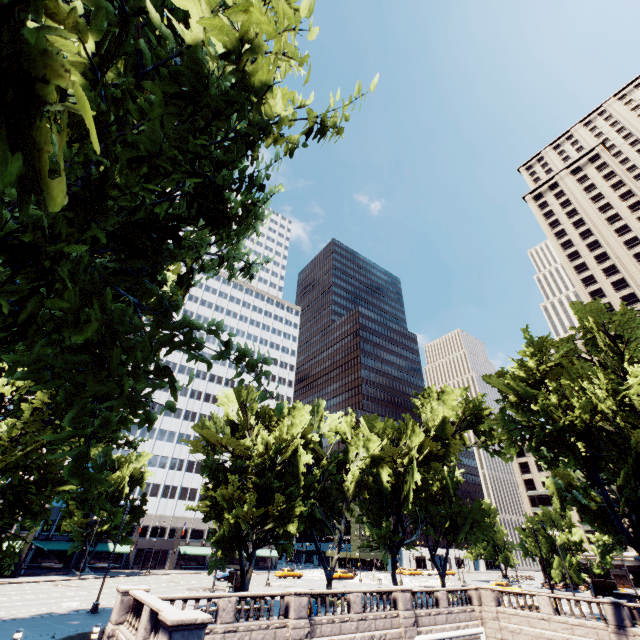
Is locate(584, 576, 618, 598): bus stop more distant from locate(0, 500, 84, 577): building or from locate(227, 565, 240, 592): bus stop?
locate(0, 500, 84, 577): building

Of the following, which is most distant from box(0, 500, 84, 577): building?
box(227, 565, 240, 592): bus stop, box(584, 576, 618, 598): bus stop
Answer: box(584, 576, 618, 598): bus stop

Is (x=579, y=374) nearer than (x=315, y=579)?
Yes

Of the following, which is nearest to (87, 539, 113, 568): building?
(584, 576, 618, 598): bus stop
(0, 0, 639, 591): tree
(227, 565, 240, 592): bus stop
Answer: (0, 0, 639, 591): tree

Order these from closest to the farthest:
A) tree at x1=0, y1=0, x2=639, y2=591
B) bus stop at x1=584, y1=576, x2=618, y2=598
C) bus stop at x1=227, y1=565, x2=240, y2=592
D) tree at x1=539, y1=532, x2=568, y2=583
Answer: tree at x1=0, y1=0, x2=639, y2=591 → bus stop at x1=227, y1=565, x2=240, y2=592 → bus stop at x1=584, y1=576, x2=618, y2=598 → tree at x1=539, y1=532, x2=568, y2=583

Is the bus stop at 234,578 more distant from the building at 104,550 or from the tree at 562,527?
the tree at 562,527

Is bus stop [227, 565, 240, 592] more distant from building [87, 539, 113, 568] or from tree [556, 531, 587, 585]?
tree [556, 531, 587, 585]

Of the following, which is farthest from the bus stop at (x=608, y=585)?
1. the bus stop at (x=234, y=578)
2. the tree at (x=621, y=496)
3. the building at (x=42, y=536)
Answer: the building at (x=42, y=536)
